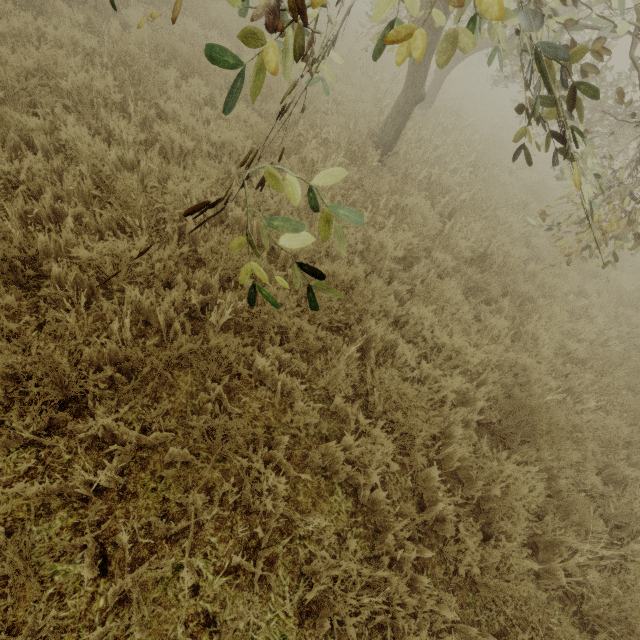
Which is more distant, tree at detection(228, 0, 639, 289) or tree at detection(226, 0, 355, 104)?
tree at detection(228, 0, 639, 289)

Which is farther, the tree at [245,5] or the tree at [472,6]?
the tree at [472,6]

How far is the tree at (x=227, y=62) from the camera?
1.22m

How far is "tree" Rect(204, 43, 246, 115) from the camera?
1.2 meters

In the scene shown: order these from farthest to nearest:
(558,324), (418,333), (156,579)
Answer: (558,324) → (418,333) → (156,579)
